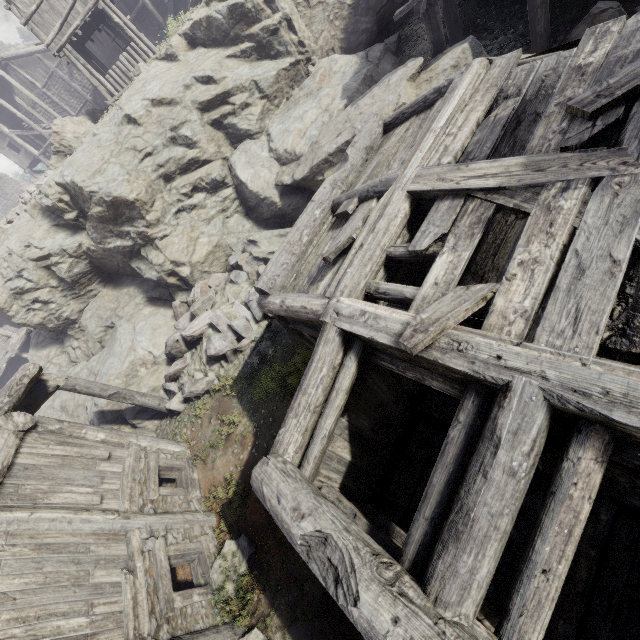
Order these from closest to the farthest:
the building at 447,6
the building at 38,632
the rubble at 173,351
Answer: the building at 38,632 → the building at 447,6 → the rubble at 173,351

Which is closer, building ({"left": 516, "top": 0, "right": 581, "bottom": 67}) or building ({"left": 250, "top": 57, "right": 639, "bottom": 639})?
building ({"left": 250, "top": 57, "right": 639, "bottom": 639})

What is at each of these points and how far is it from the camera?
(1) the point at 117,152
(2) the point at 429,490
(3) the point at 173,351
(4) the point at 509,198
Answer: (1) rock, 11.8m
(2) building, 2.8m
(3) rubble, 11.3m
(4) wooden plank rubble, 3.4m

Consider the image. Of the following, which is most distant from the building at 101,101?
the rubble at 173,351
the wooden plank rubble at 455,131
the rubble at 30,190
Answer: the rubble at 30,190

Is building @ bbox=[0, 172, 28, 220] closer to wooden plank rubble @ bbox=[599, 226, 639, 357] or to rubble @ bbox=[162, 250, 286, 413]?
wooden plank rubble @ bbox=[599, 226, 639, 357]

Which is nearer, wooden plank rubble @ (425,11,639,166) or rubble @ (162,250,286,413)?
wooden plank rubble @ (425,11,639,166)

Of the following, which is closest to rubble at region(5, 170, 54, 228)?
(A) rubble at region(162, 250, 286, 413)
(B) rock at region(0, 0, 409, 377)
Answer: (B) rock at region(0, 0, 409, 377)

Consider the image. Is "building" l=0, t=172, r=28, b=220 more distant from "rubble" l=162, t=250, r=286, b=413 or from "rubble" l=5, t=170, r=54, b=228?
"rubble" l=5, t=170, r=54, b=228
